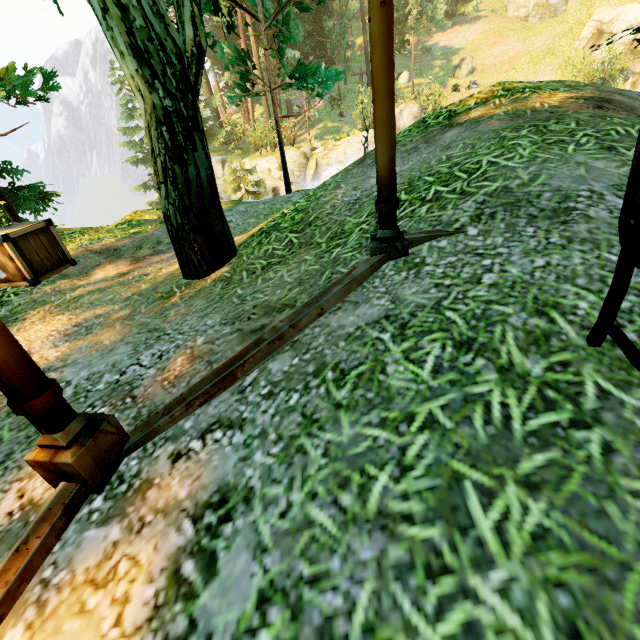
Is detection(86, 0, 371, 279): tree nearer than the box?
Yes

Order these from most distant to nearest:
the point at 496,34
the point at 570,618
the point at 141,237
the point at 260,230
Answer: the point at 496,34 < the point at 141,237 < the point at 260,230 < the point at 570,618

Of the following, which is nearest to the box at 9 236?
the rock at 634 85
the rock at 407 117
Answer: the rock at 407 117

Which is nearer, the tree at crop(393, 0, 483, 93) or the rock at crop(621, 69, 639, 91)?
the rock at crop(621, 69, 639, 91)

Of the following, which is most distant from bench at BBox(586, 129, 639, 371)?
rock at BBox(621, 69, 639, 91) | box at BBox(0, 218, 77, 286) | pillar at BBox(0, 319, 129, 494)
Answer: rock at BBox(621, 69, 639, 91)

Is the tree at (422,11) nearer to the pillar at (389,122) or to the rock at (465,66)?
the pillar at (389,122)

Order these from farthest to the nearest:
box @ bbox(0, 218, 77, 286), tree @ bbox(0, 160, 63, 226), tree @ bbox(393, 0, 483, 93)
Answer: tree @ bbox(393, 0, 483, 93)
tree @ bbox(0, 160, 63, 226)
box @ bbox(0, 218, 77, 286)

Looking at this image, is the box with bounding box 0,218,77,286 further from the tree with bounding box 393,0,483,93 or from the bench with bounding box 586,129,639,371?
the bench with bounding box 586,129,639,371
